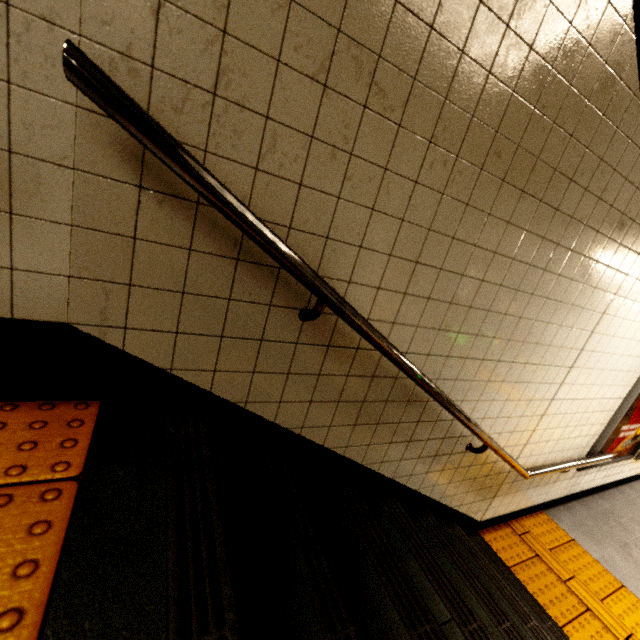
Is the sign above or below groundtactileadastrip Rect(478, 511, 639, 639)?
above

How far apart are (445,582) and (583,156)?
2.2 meters

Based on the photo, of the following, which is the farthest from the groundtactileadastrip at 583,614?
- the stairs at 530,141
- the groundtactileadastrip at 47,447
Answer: the groundtactileadastrip at 47,447

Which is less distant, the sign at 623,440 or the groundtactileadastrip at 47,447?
the groundtactileadastrip at 47,447

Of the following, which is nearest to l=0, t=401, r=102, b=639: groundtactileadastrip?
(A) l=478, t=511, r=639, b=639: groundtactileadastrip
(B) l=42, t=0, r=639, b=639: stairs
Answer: (B) l=42, t=0, r=639, b=639: stairs

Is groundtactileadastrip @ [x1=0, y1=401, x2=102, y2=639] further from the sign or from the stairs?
the sign
